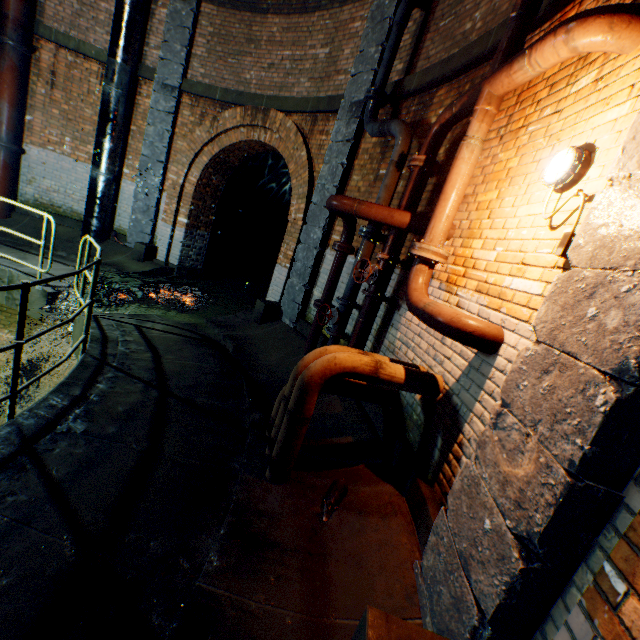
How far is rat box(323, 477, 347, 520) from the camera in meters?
2.5

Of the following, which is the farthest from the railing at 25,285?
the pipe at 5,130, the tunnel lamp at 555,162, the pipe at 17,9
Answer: the pipe at 17,9

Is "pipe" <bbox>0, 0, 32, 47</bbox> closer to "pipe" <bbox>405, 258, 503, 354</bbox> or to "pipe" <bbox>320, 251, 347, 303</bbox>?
"pipe" <bbox>320, 251, 347, 303</bbox>

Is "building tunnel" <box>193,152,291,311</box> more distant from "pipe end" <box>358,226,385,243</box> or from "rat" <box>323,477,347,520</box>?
"pipe end" <box>358,226,385,243</box>

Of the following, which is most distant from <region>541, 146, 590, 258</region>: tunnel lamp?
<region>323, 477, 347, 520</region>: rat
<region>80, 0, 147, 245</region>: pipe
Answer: <region>80, 0, 147, 245</region>: pipe

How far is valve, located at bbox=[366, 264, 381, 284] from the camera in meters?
4.0

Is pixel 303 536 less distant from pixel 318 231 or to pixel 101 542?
pixel 101 542

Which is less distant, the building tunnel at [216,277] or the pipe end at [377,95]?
the pipe end at [377,95]
